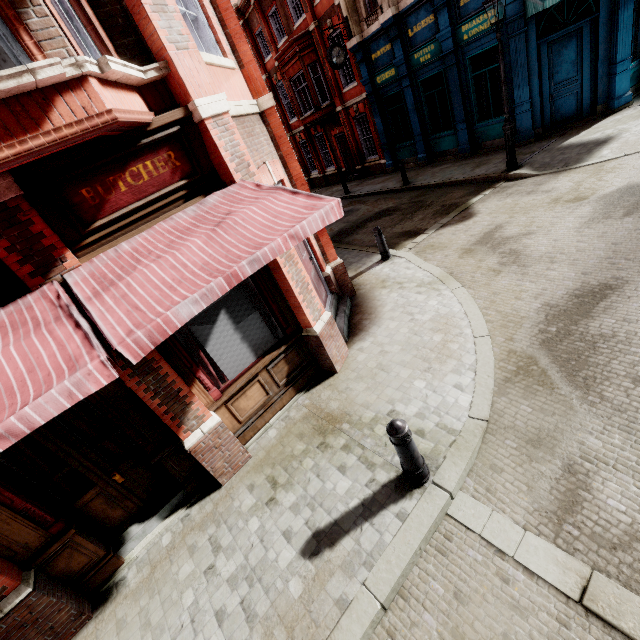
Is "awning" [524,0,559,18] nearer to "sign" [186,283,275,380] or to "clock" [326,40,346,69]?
"clock" [326,40,346,69]

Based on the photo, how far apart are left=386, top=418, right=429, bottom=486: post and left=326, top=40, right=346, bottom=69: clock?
17.7m

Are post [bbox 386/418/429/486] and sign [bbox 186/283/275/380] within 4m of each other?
yes

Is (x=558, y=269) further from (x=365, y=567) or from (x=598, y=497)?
(x=365, y=567)

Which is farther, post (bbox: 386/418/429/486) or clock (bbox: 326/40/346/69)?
clock (bbox: 326/40/346/69)

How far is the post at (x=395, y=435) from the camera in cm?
333

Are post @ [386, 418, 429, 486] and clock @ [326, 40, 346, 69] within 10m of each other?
no

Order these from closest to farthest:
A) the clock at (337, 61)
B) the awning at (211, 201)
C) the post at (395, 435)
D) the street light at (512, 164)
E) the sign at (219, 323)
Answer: the awning at (211, 201), the post at (395, 435), the sign at (219, 323), the street light at (512, 164), the clock at (337, 61)
